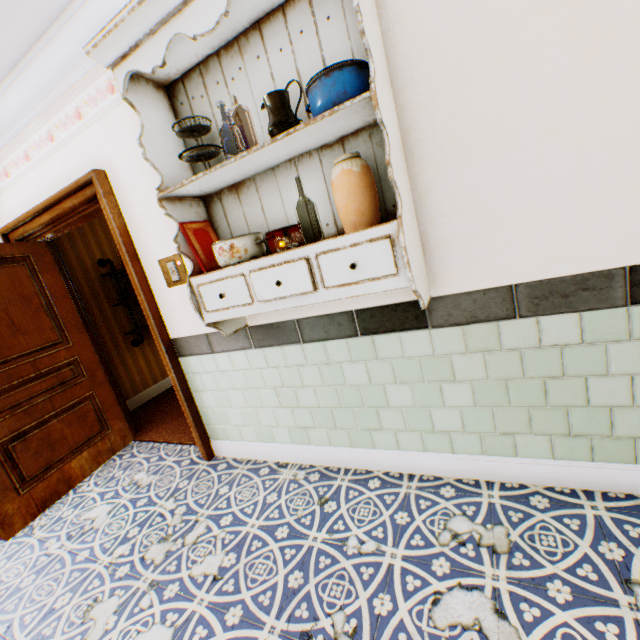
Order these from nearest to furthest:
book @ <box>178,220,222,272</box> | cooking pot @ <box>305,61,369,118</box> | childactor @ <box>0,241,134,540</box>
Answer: cooking pot @ <box>305,61,369,118</box> → book @ <box>178,220,222,272</box> → childactor @ <box>0,241,134,540</box>

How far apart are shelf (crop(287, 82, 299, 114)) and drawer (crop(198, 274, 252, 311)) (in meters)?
0.01

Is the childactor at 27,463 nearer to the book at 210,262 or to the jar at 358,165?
the book at 210,262

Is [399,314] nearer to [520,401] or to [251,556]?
[520,401]

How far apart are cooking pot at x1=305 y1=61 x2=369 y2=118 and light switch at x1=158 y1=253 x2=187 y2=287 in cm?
136

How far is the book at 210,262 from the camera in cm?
182

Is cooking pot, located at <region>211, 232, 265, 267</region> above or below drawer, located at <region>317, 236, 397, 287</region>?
above

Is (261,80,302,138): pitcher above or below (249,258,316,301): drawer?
above
